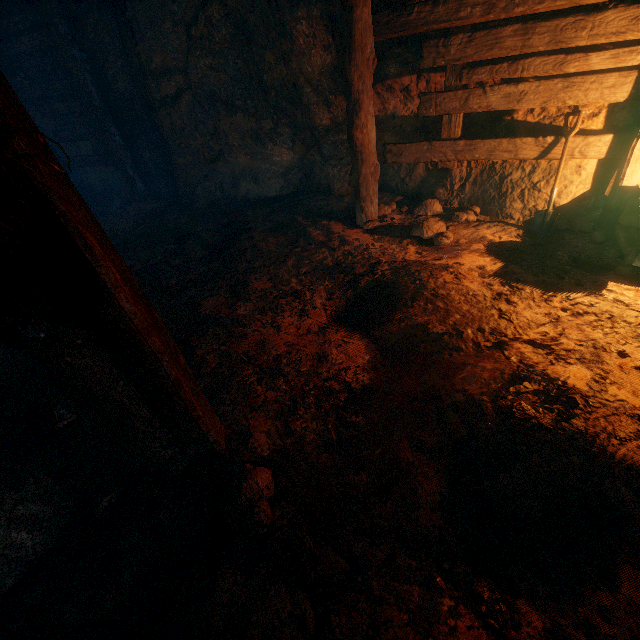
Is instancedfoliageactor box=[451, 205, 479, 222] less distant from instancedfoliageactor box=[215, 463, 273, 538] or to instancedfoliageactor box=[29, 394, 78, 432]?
instancedfoliageactor box=[215, 463, 273, 538]

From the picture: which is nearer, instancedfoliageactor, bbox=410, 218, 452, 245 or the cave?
instancedfoliageactor, bbox=410, 218, 452, 245

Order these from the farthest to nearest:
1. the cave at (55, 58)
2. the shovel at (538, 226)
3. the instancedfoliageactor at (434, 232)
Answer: the cave at (55, 58) → the instancedfoliageactor at (434, 232) → the shovel at (538, 226)

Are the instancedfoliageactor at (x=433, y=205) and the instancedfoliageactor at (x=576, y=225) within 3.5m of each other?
yes

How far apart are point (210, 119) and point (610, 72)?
5.7 meters

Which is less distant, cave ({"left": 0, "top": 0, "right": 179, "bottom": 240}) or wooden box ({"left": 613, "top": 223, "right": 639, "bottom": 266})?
wooden box ({"left": 613, "top": 223, "right": 639, "bottom": 266})

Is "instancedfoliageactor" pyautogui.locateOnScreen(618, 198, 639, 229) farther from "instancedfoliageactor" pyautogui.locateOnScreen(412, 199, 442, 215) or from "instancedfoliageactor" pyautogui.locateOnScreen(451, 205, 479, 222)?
"instancedfoliageactor" pyautogui.locateOnScreen(412, 199, 442, 215)

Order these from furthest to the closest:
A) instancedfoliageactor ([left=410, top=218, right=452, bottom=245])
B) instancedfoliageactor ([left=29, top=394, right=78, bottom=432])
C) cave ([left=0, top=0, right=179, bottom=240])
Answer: cave ([left=0, top=0, right=179, bottom=240]) < instancedfoliageactor ([left=410, top=218, right=452, bottom=245]) < instancedfoliageactor ([left=29, top=394, right=78, bottom=432])
